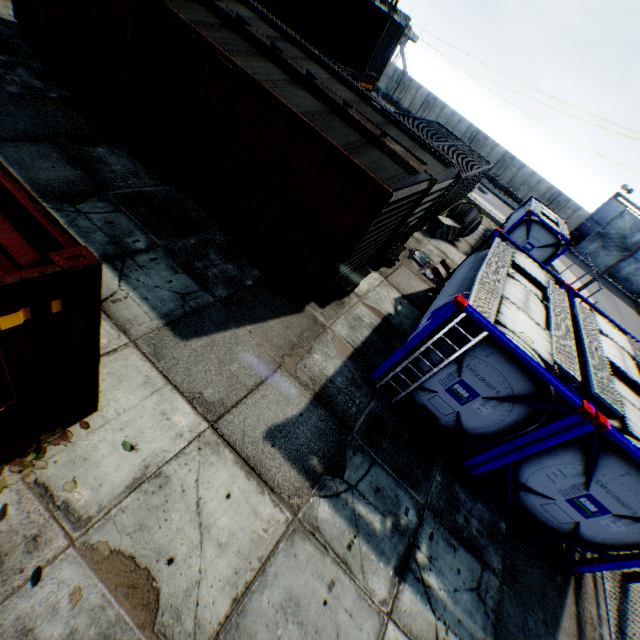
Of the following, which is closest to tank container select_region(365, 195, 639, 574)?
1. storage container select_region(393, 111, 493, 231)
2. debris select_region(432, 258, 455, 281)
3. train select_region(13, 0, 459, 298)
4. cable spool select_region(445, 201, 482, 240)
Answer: debris select_region(432, 258, 455, 281)

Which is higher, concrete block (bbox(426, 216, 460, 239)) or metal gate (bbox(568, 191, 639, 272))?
metal gate (bbox(568, 191, 639, 272))

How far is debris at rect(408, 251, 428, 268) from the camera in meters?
13.3 m

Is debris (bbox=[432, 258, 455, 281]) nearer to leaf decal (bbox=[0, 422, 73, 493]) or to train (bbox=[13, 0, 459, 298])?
train (bbox=[13, 0, 459, 298])

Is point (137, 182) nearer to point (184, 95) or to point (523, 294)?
point (184, 95)

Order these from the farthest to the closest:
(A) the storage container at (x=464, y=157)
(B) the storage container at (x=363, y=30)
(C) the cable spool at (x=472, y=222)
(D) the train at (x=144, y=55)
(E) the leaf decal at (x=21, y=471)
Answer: (B) the storage container at (x=363, y=30), (C) the cable spool at (x=472, y=222), (A) the storage container at (x=464, y=157), (D) the train at (x=144, y=55), (E) the leaf decal at (x=21, y=471)

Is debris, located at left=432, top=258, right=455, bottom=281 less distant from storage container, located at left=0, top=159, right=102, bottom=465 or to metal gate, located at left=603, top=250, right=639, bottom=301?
storage container, located at left=0, top=159, right=102, bottom=465

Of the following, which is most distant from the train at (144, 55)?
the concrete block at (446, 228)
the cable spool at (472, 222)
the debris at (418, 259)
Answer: the cable spool at (472, 222)
